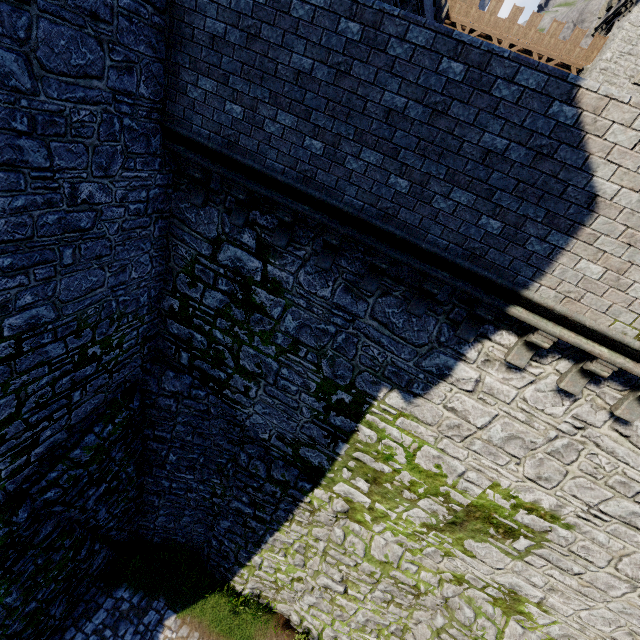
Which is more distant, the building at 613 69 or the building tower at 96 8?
the building at 613 69

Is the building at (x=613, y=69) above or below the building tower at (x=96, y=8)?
above

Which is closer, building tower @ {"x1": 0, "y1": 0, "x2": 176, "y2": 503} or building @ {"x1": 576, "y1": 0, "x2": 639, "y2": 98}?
building tower @ {"x1": 0, "y1": 0, "x2": 176, "y2": 503}

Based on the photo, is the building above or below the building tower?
above

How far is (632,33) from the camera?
26.6m
